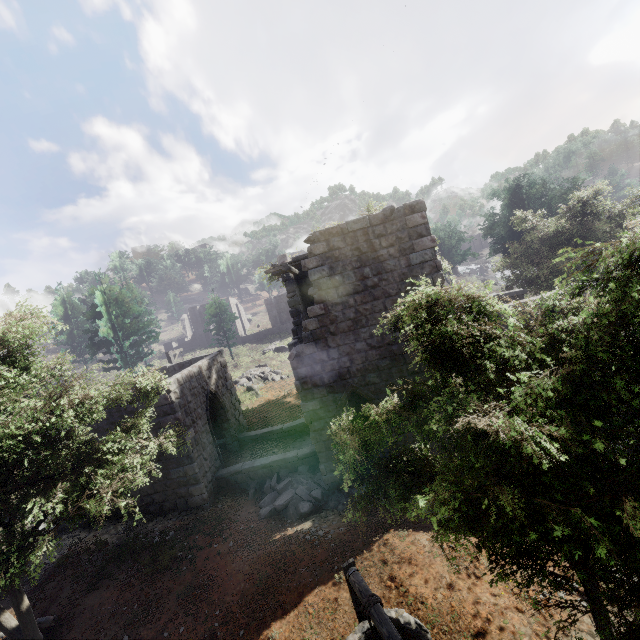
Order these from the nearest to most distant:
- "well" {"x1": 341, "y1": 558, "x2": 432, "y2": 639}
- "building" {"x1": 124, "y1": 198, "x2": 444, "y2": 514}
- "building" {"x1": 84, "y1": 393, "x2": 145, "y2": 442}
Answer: "well" {"x1": 341, "y1": 558, "x2": 432, "y2": 639}
"building" {"x1": 124, "y1": 198, "x2": 444, "y2": 514}
"building" {"x1": 84, "y1": 393, "x2": 145, "y2": 442}

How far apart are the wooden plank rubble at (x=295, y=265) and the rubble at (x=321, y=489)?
7.54m

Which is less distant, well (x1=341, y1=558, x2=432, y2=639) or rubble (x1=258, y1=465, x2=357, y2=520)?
well (x1=341, y1=558, x2=432, y2=639)

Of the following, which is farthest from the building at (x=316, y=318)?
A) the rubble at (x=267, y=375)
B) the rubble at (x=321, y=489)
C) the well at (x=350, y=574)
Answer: the rubble at (x=267, y=375)

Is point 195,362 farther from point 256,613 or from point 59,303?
point 59,303

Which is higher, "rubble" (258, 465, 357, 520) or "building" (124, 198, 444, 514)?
"building" (124, 198, 444, 514)

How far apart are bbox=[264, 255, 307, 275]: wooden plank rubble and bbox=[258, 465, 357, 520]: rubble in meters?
7.5 m

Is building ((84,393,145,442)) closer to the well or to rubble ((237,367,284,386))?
the well
